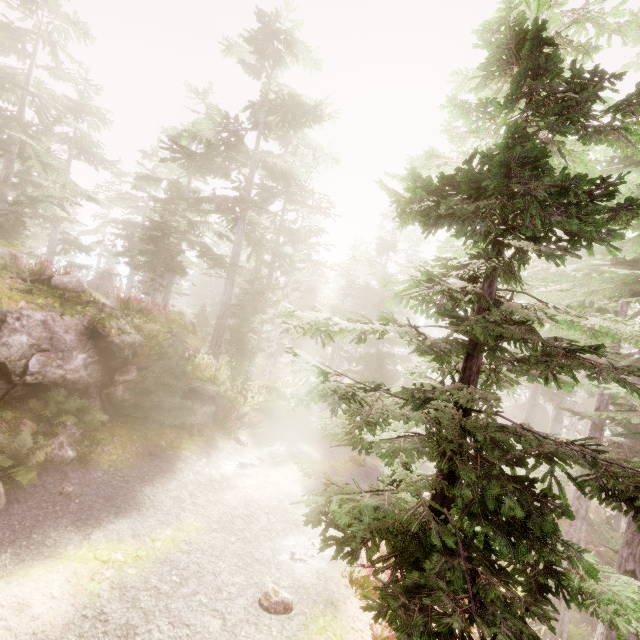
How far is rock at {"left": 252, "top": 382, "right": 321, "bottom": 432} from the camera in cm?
1823

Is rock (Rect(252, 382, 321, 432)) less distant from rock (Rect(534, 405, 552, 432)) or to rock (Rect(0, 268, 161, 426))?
rock (Rect(0, 268, 161, 426))

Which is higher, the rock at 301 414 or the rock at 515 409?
the rock at 515 409

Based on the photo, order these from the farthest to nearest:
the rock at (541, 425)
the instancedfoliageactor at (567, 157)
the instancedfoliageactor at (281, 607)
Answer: the rock at (541, 425), the instancedfoliageactor at (281, 607), the instancedfoliageactor at (567, 157)

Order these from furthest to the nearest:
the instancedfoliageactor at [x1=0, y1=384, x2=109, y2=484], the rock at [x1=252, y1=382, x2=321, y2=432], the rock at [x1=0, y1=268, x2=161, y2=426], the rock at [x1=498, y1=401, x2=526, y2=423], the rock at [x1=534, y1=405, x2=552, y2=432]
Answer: the rock at [x1=498, y1=401, x2=526, y2=423] < the rock at [x1=534, y1=405, x2=552, y2=432] < the rock at [x1=252, y1=382, x2=321, y2=432] < the rock at [x1=0, y1=268, x2=161, y2=426] < the instancedfoliageactor at [x1=0, y1=384, x2=109, y2=484]

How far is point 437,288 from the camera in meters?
2.9

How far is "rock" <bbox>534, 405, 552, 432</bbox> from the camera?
36.8 meters

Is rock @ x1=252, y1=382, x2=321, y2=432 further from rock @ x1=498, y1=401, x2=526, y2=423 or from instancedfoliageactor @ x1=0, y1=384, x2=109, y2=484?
rock @ x1=498, y1=401, x2=526, y2=423
